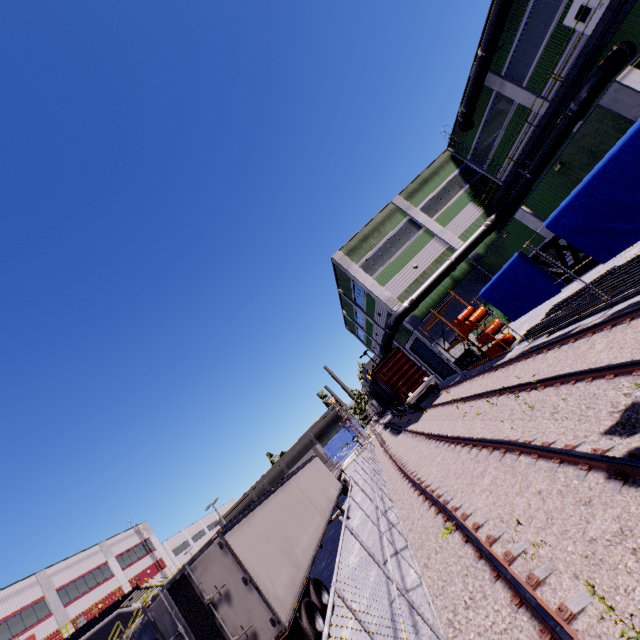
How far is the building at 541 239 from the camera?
19.9m

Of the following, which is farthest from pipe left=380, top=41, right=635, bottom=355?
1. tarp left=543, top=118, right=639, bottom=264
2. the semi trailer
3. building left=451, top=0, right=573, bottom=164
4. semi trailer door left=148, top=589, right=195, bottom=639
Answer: semi trailer door left=148, top=589, right=195, bottom=639

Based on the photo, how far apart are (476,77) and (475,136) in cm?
606

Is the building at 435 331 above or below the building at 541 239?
above

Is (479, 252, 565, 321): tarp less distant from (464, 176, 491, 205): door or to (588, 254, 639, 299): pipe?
(588, 254, 639, 299): pipe

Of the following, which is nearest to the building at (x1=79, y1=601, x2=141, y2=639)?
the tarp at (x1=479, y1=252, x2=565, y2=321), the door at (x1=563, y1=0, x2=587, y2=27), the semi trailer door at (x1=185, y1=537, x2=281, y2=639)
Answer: the door at (x1=563, y1=0, x2=587, y2=27)

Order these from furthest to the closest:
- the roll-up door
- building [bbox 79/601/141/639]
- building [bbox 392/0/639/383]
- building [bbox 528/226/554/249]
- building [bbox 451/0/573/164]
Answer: building [bbox 79/601/141/639]
the roll-up door
building [bbox 528/226/554/249]
building [bbox 451/0/573/164]
building [bbox 392/0/639/383]

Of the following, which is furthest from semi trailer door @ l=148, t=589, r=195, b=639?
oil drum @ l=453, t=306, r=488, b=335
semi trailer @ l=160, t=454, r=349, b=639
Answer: oil drum @ l=453, t=306, r=488, b=335
